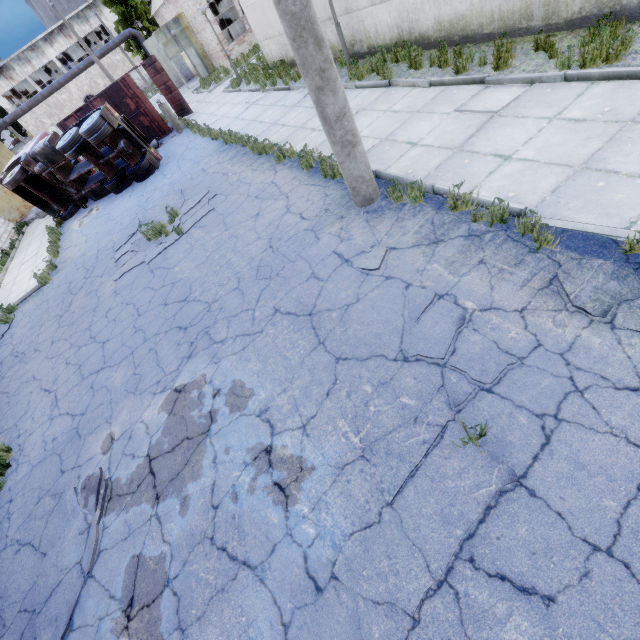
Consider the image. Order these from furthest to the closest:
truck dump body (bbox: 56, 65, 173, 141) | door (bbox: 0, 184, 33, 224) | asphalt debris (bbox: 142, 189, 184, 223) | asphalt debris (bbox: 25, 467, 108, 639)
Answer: door (bbox: 0, 184, 33, 224) < truck dump body (bbox: 56, 65, 173, 141) < asphalt debris (bbox: 142, 189, 184, 223) < asphalt debris (bbox: 25, 467, 108, 639)

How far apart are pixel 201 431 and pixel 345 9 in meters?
13.2

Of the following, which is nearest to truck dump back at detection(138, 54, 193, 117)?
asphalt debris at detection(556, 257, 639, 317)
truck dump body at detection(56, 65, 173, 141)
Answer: truck dump body at detection(56, 65, 173, 141)

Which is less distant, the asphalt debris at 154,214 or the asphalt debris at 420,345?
the asphalt debris at 420,345

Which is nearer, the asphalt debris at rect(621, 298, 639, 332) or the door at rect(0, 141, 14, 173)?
the asphalt debris at rect(621, 298, 639, 332)

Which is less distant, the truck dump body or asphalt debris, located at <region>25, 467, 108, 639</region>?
asphalt debris, located at <region>25, 467, 108, 639</region>

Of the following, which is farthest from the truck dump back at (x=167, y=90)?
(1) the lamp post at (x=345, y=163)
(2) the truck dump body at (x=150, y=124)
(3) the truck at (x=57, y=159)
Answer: (1) the lamp post at (x=345, y=163)

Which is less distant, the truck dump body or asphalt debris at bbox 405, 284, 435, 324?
asphalt debris at bbox 405, 284, 435, 324
